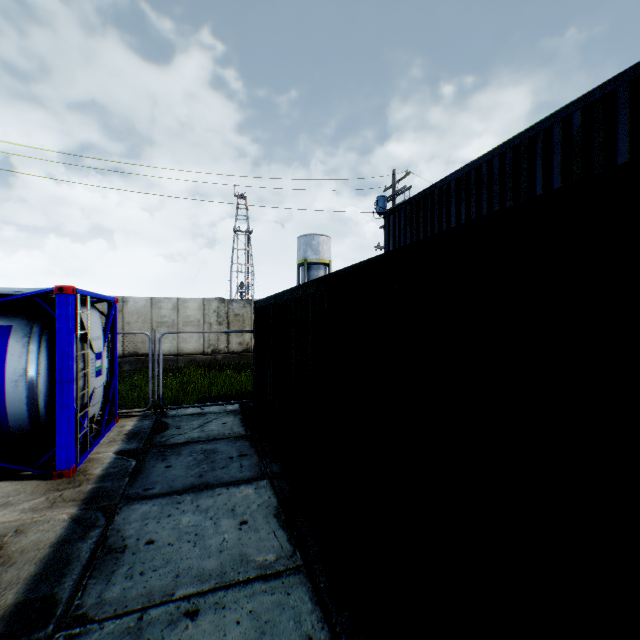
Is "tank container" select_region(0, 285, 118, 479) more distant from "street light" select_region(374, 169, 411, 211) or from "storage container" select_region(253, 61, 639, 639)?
"street light" select_region(374, 169, 411, 211)

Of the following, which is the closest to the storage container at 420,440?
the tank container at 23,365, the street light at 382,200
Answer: the tank container at 23,365

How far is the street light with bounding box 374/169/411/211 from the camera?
14.7m

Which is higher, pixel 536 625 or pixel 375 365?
pixel 375 365

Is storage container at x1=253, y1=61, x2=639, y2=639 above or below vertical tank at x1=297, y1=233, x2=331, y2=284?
below

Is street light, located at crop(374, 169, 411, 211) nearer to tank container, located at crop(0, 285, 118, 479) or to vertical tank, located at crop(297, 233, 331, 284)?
tank container, located at crop(0, 285, 118, 479)

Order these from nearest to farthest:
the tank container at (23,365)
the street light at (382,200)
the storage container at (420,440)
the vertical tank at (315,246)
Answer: the storage container at (420,440) → the tank container at (23,365) → the street light at (382,200) → the vertical tank at (315,246)

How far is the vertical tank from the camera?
37.25m
